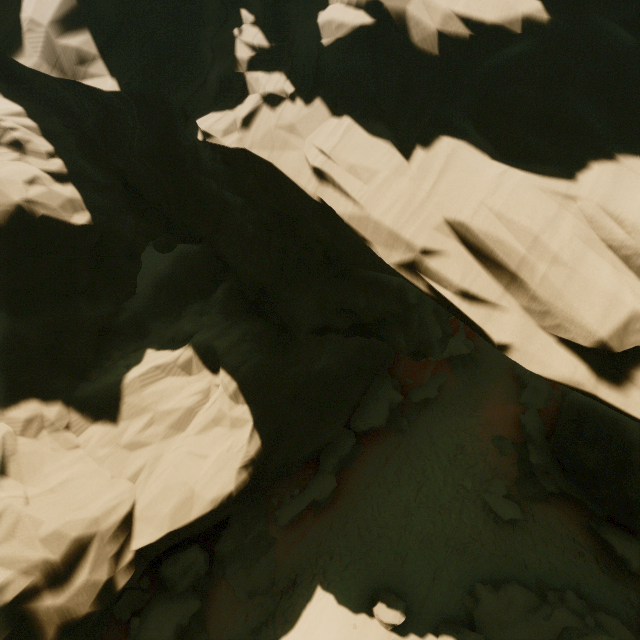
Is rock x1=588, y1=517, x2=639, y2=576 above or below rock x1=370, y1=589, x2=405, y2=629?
below

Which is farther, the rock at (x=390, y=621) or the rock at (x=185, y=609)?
the rock at (x=390, y=621)

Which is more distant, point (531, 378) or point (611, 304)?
point (531, 378)

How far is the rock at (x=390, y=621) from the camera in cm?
1180

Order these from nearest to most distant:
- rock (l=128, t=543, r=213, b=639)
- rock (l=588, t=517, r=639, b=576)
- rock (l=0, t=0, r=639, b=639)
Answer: rock (l=0, t=0, r=639, b=639) → rock (l=128, t=543, r=213, b=639) → rock (l=588, t=517, r=639, b=576)

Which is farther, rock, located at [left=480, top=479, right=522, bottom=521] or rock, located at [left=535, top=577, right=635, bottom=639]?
rock, located at [left=480, top=479, right=522, bottom=521]
